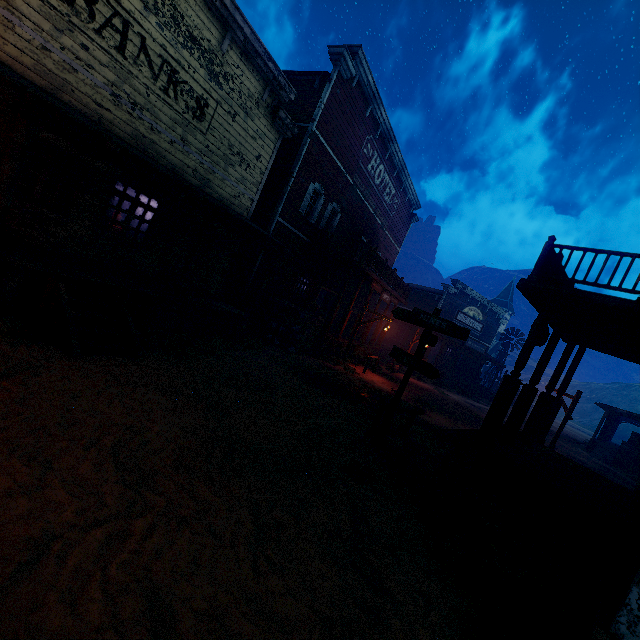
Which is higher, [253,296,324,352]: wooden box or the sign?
the sign

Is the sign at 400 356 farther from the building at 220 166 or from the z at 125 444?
the building at 220 166

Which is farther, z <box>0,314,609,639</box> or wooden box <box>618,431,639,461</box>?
wooden box <box>618,431,639,461</box>

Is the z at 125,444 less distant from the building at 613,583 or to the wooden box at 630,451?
the building at 613,583

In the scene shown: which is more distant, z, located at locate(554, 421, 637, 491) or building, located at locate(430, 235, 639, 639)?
z, located at locate(554, 421, 637, 491)

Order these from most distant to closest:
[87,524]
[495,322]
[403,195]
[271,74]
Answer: [495,322] < [403,195] < [271,74] < [87,524]

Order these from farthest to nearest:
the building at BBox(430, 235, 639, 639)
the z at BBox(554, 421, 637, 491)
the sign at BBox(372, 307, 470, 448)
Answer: the z at BBox(554, 421, 637, 491) < the sign at BBox(372, 307, 470, 448) < the building at BBox(430, 235, 639, 639)

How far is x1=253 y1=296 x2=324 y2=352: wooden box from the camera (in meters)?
13.51
